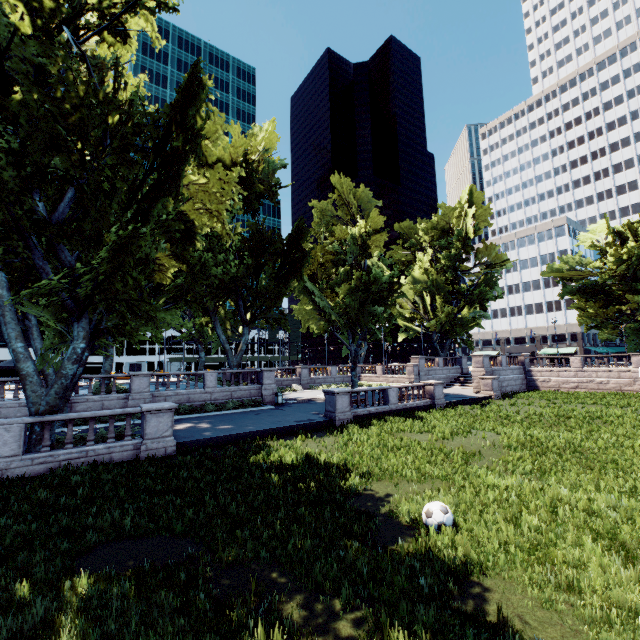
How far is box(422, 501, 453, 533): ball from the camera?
7.2 meters

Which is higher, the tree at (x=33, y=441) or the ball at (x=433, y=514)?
the tree at (x=33, y=441)

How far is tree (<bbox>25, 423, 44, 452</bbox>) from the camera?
12.8m

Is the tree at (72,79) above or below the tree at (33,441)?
above

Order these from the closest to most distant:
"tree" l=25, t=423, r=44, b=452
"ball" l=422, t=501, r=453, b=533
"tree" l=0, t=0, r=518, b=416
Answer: "ball" l=422, t=501, r=453, b=533 < "tree" l=0, t=0, r=518, b=416 < "tree" l=25, t=423, r=44, b=452

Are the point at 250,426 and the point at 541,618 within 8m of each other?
no

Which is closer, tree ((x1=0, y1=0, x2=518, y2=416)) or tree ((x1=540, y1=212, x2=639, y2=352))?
tree ((x1=0, y1=0, x2=518, y2=416))
